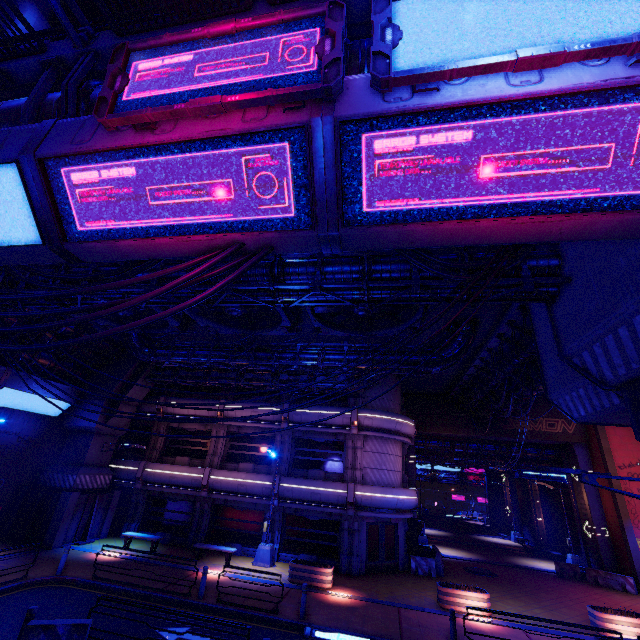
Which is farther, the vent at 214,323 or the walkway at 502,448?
the walkway at 502,448

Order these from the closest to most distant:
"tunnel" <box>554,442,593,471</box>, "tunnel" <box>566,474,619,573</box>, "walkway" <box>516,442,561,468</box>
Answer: "tunnel" <box>566,474,619,573</box>
"tunnel" <box>554,442,593,471</box>
"walkway" <box>516,442,561,468</box>

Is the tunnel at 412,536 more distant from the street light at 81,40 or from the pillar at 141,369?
the street light at 81,40

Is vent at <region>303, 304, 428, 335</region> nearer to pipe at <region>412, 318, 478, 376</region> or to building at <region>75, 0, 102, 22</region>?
pipe at <region>412, 318, 478, 376</region>

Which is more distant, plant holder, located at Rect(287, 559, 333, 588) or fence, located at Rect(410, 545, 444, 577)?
fence, located at Rect(410, 545, 444, 577)

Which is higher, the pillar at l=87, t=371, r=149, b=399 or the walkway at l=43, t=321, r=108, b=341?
the walkway at l=43, t=321, r=108, b=341

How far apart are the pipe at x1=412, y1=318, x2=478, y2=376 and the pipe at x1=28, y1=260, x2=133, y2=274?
7.1m

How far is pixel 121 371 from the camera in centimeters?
2248cm
